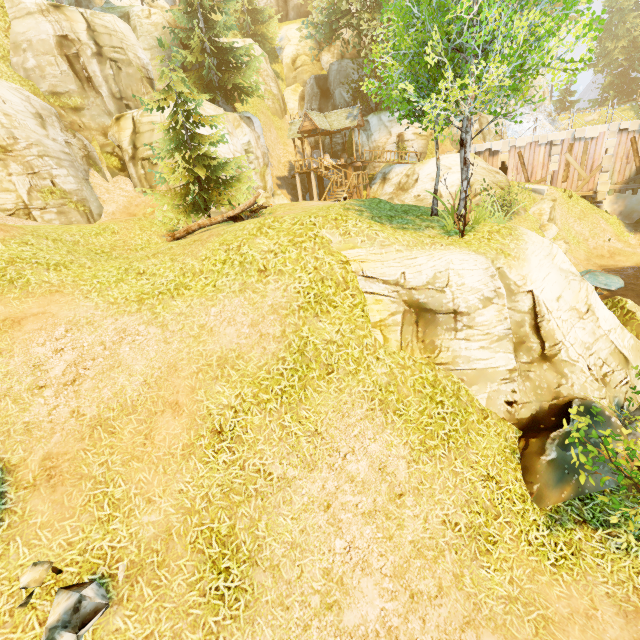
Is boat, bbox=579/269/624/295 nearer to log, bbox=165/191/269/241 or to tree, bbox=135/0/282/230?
tree, bbox=135/0/282/230

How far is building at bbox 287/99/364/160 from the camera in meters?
27.4

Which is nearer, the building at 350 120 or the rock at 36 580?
the rock at 36 580

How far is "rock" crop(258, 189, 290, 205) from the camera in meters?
23.7 m

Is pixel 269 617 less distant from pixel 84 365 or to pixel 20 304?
pixel 84 365

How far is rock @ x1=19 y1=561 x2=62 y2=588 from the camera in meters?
4.4

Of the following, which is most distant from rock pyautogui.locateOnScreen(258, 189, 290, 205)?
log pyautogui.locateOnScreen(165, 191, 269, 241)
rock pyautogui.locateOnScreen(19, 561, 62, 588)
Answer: rock pyautogui.locateOnScreen(19, 561, 62, 588)

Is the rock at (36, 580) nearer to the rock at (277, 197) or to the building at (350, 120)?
the rock at (277, 197)
